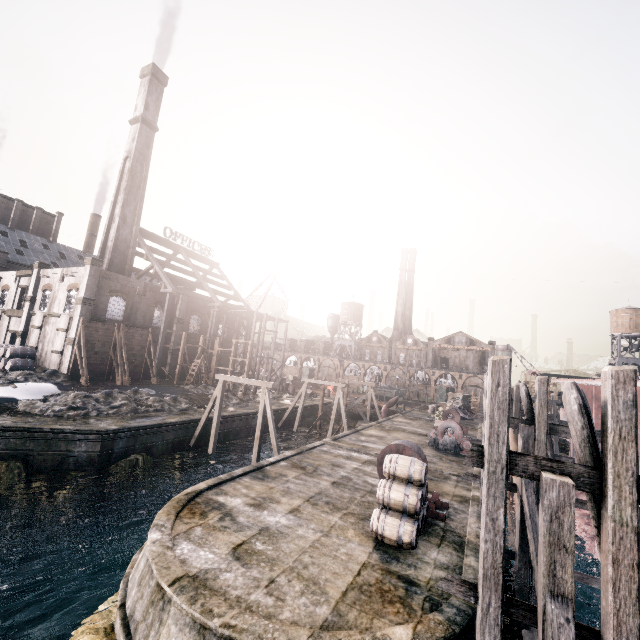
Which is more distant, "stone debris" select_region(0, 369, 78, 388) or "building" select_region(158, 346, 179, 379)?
"building" select_region(158, 346, 179, 379)

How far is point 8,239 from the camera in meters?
54.2 m

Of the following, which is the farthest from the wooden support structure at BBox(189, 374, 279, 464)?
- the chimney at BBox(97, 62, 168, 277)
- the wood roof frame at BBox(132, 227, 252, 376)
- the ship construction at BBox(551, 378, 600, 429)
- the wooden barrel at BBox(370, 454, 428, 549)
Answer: the chimney at BBox(97, 62, 168, 277)

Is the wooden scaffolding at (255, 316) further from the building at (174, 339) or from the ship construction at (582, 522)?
the ship construction at (582, 522)

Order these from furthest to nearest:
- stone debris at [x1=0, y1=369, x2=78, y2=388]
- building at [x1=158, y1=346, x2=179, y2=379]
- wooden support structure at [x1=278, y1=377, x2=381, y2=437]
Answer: building at [x1=158, y1=346, x2=179, y2=379], wooden support structure at [x1=278, y1=377, x2=381, y2=437], stone debris at [x1=0, y1=369, x2=78, y2=388]

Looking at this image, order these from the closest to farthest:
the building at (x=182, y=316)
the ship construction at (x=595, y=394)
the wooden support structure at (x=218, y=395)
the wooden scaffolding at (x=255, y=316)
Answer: the ship construction at (x=595, y=394) → the wooden support structure at (x=218, y=395) → the wooden scaffolding at (x=255, y=316) → the building at (x=182, y=316)

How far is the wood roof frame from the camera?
42.4m

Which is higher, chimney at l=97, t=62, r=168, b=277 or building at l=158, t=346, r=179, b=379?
chimney at l=97, t=62, r=168, b=277
